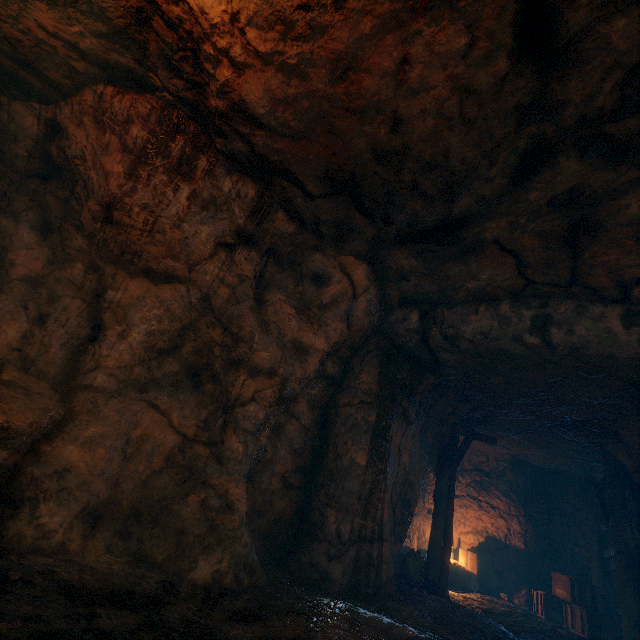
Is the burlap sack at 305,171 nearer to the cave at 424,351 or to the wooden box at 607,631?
the cave at 424,351

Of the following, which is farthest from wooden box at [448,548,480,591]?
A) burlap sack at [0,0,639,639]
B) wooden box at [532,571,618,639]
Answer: burlap sack at [0,0,639,639]

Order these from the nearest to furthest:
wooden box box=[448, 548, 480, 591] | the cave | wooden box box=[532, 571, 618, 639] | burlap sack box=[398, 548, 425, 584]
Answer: the cave, burlap sack box=[398, 548, 425, 584], wooden box box=[532, 571, 618, 639], wooden box box=[448, 548, 480, 591]

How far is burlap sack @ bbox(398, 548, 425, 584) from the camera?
8.1m

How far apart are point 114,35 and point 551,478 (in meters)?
16.53

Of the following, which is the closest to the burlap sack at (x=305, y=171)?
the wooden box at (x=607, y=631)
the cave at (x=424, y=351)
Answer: the cave at (x=424, y=351)

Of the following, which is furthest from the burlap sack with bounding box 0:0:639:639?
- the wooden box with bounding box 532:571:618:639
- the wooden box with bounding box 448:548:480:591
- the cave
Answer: the wooden box with bounding box 448:548:480:591

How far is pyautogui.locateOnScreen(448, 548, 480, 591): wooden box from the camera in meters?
10.6
